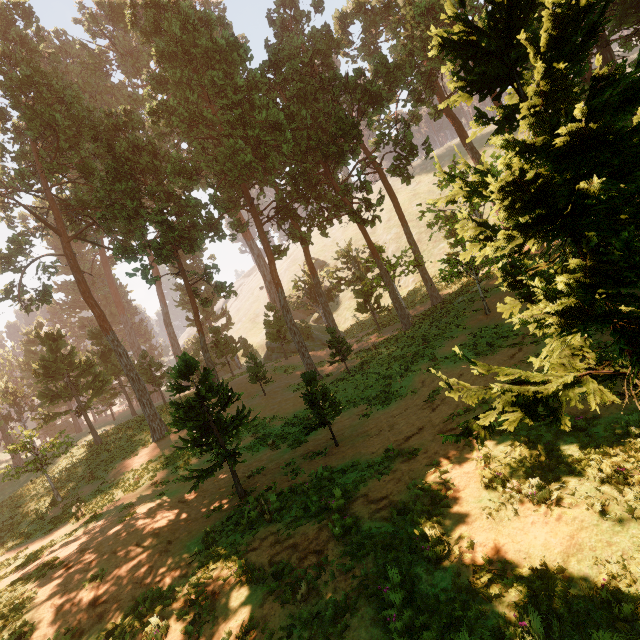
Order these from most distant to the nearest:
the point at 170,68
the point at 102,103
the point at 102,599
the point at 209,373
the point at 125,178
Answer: the point at 102,103
the point at 125,178
the point at 170,68
the point at 209,373
the point at 102,599
